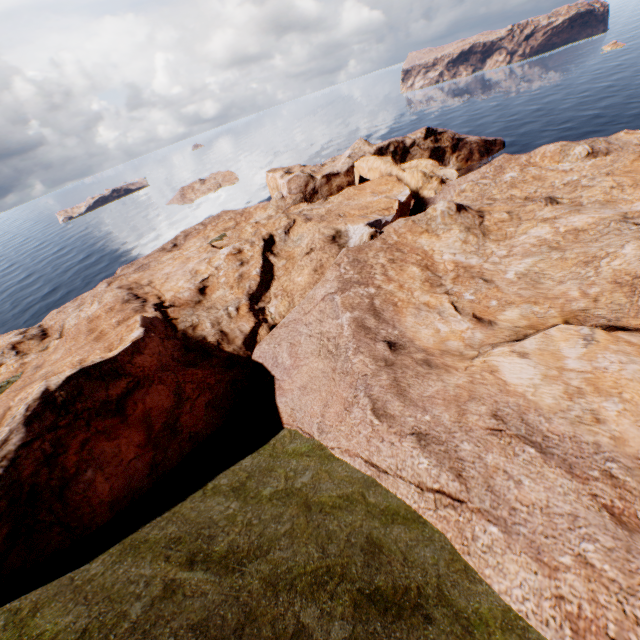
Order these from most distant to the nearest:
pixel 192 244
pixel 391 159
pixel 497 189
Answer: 1. pixel 391 159
2. pixel 192 244
3. pixel 497 189
